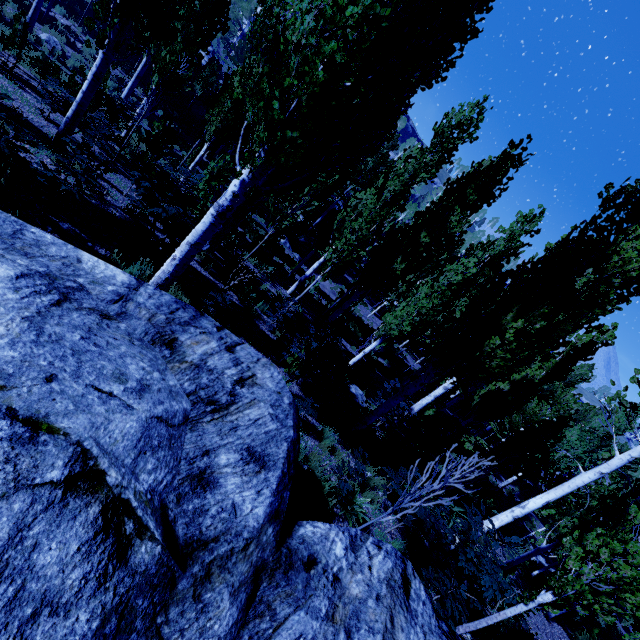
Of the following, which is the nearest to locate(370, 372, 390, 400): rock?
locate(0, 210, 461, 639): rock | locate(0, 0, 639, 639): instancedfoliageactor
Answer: locate(0, 0, 639, 639): instancedfoliageactor

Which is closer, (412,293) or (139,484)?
(139,484)

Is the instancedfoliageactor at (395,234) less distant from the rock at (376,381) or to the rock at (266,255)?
the rock at (376,381)

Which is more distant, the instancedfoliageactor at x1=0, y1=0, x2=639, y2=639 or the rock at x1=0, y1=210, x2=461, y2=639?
the instancedfoliageactor at x1=0, y1=0, x2=639, y2=639

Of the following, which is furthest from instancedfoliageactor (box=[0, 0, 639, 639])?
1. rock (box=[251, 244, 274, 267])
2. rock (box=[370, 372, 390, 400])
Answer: rock (box=[251, 244, 274, 267])

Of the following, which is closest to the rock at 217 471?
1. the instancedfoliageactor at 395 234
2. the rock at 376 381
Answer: the instancedfoliageactor at 395 234

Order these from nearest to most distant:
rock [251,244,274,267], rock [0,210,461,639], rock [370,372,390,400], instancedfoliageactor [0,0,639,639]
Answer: rock [0,210,461,639] < instancedfoliageactor [0,0,639,639] < rock [370,372,390,400] < rock [251,244,274,267]

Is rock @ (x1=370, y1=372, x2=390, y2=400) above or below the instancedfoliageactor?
below
